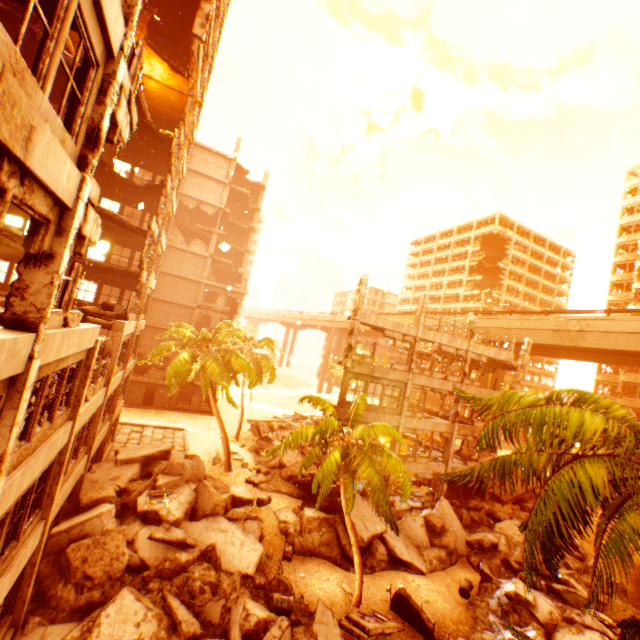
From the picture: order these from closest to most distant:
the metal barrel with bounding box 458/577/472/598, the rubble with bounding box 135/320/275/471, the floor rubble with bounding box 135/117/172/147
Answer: the metal barrel with bounding box 458/577/472/598 → the floor rubble with bounding box 135/117/172/147 → the rubble with bounding box 135/320/275/471

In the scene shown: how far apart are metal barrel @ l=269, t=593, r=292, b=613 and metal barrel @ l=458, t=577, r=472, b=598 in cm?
910

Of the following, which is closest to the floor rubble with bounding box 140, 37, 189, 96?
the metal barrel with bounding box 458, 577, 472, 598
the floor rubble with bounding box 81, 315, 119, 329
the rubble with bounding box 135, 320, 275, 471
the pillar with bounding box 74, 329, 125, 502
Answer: the rubble with bounding box 135, 320, 275, 471

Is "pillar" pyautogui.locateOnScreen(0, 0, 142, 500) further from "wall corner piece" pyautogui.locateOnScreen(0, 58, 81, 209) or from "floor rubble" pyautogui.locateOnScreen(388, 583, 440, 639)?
"floor rubble" pyautogui.locateOnScreen(388, 583, 440, 639)

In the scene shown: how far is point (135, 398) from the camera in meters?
35.6 m

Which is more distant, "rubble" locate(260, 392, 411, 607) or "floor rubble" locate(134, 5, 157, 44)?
"floor rubble" locate(134, 5, 157, 44)

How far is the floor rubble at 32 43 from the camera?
10.34m

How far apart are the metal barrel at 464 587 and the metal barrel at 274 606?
9.10m
